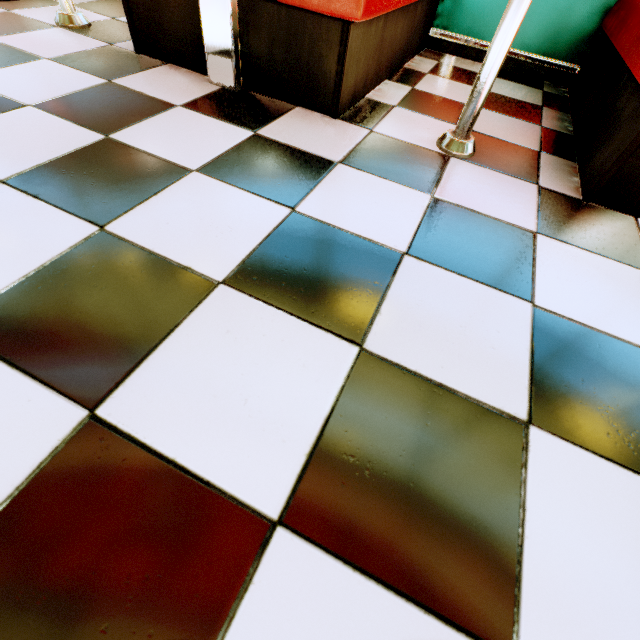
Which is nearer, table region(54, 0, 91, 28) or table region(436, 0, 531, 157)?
table region(436, 0, 531, 157)

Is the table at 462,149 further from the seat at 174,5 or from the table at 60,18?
the table at 60,18

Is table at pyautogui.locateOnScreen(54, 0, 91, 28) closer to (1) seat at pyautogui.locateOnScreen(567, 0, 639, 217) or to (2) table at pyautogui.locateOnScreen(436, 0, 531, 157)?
(2) table at pyautogui.locateOnScreen(436, 0, 531, 157)

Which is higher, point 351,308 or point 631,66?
point 631,66

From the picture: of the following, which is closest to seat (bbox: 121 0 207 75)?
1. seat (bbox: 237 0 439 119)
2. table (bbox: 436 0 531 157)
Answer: seat (bbox: 237 0 439 119)

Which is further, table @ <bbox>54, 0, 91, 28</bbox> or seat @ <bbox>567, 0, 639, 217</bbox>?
table @ <bbox>54, 0, 91, 28</bbox>

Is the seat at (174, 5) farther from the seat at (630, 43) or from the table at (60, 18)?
the seat at (630, 43)

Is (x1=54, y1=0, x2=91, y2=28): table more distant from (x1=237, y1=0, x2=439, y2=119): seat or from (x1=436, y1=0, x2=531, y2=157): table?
(x1=436, y1=0, x2=531, y2=157): table
